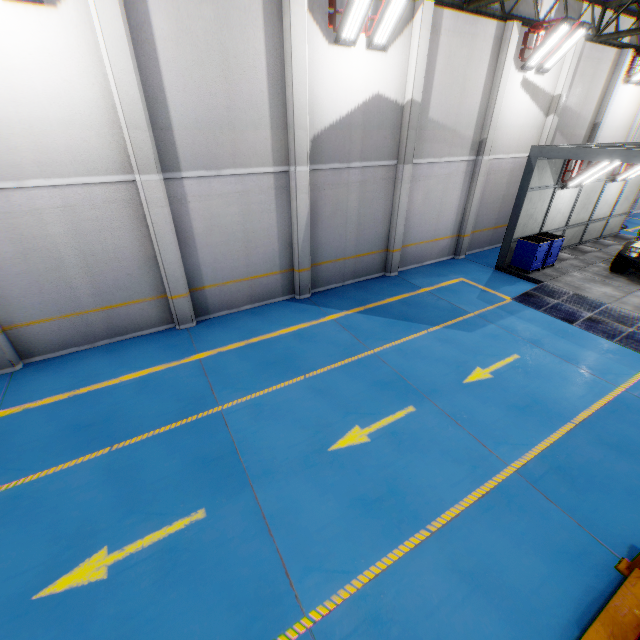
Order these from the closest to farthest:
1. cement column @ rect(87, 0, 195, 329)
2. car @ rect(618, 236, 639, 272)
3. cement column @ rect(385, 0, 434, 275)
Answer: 1. cement column @ rect(87, 0, 195, 329)
2. cement column @ rect(385, 0, 434, 275)
3. car @ rect(618, 236, 639, 272)

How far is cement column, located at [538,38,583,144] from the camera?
12.3 meters

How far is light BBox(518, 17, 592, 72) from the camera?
10.4m

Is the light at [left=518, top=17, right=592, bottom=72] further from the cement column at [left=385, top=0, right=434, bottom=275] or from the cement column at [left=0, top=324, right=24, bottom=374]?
the cement column at [left=0, top=324, right=24, bottom=374]

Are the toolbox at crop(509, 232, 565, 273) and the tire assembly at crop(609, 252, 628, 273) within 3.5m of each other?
yes

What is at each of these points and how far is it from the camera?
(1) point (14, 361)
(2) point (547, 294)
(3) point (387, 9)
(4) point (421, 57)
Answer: (1) cement column, 7.6 meters
(2) metal ramp, 11.1 meters
(3) light, 7.7 meters
(4) cement column, 9.3 meters

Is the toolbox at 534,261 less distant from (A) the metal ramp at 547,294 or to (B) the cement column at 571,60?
(A) the metal ramp at 547,294

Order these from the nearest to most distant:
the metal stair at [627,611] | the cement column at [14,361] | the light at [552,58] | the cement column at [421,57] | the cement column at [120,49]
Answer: the metal stair at [627,611]
the cement column at [120,49]
the cement column at [14,361]
the cement column at [421,57]
the light at [552,58]
